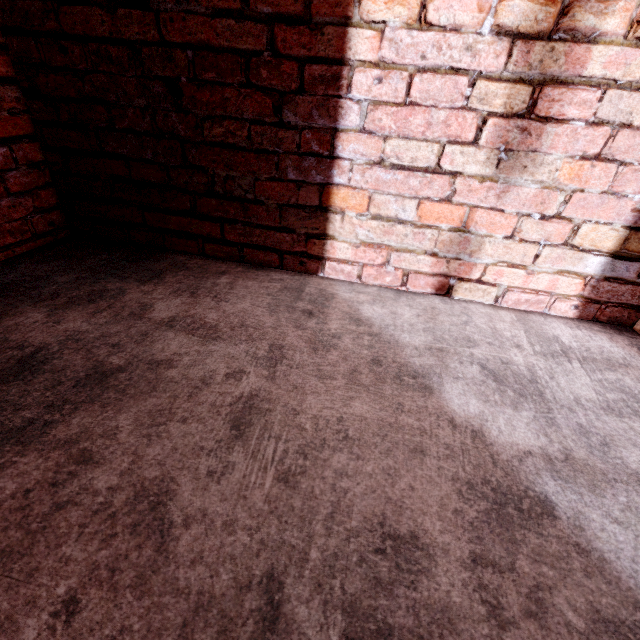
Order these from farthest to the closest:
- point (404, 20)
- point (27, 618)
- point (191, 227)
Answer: point (191, 227), point (404, 20), point (27, 618)
